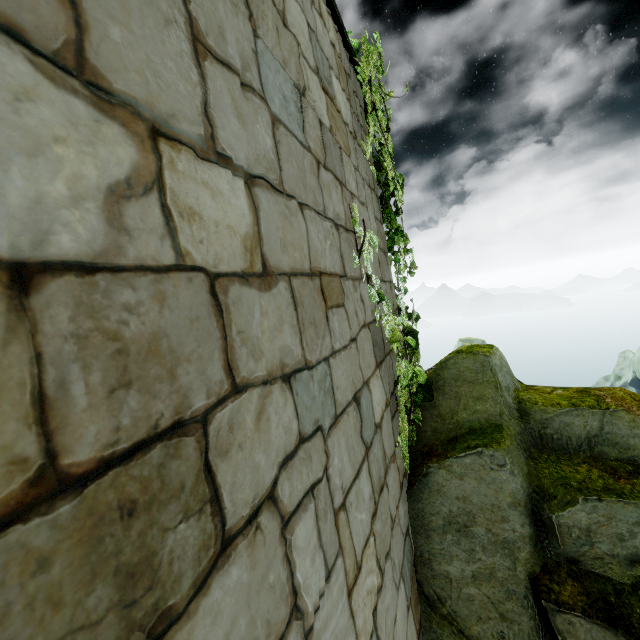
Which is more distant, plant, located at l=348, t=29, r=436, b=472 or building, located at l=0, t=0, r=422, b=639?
plant, located at l=348, t=29, r=436, b=472

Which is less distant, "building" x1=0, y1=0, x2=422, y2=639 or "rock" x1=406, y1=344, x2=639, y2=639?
"building" x1=0, y1=0, x2=422, y2=639

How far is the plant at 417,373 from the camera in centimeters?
262cm

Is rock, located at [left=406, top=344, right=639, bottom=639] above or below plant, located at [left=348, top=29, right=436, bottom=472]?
below

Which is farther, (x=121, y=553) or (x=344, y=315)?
(x=344, y=315)

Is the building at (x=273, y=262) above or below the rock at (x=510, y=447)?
above

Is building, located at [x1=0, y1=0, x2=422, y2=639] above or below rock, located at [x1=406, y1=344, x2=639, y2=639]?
above

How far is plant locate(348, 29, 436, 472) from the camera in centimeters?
262cm
